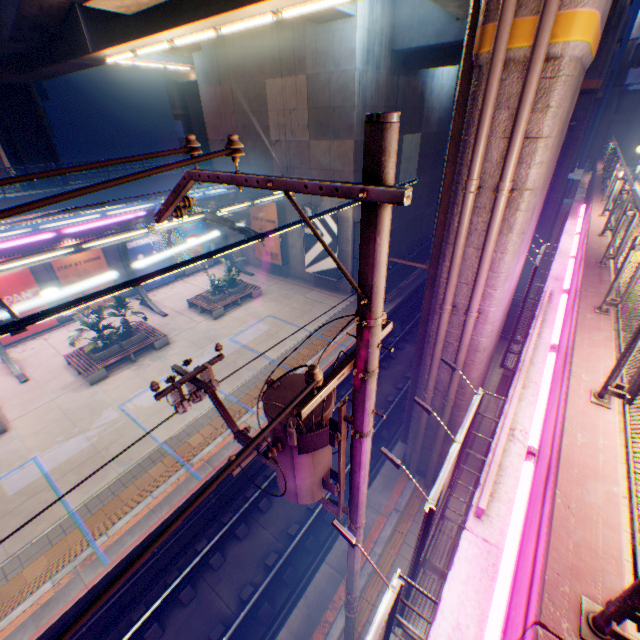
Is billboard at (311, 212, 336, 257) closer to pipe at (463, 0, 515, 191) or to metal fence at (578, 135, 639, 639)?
metal fence at (578, 135, 639, 639)

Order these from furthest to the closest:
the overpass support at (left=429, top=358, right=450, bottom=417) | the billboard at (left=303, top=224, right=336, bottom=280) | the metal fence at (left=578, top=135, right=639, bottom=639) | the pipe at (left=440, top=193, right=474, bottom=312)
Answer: the billboard at (left=303, top=224, right=336, bottom=280), the overpass support at (left=429, top=358, right=450, bottom=417), the pipe at (left=440, top=193, right=474, bottom=312), the metal fence at (left=578, top=135, right=639, bottom=639)

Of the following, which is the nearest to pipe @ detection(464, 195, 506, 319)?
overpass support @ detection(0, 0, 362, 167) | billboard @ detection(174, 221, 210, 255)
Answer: overpass support @ detection(0, 0, 362, 167)

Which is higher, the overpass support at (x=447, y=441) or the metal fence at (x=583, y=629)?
the metal fence at (x=583, y=629)

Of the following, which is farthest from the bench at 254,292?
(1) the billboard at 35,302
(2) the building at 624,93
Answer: (2) the building at 624,93

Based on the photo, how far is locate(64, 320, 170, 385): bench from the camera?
14.6 meters

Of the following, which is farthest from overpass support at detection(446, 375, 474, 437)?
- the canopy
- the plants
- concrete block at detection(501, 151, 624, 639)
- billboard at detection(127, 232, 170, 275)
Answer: the plants

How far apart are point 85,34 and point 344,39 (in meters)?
10.70
